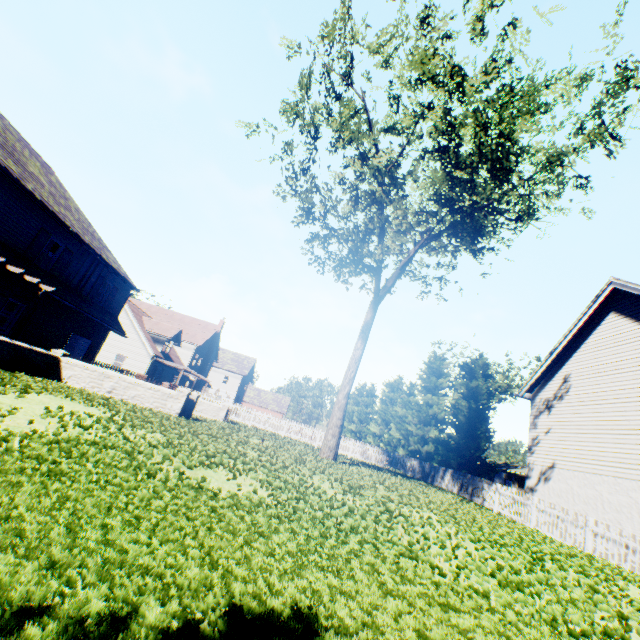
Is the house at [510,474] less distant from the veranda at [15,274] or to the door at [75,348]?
the veranda at [15,274]

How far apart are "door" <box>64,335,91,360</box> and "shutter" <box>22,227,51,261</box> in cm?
561

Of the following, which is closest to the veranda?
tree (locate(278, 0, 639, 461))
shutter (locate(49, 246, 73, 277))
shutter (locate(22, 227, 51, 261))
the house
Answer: shutter (locate(22, 227, 51, 261))

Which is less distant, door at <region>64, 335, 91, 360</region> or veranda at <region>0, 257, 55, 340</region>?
veranda at <region>0, 257, 55, 340</region>

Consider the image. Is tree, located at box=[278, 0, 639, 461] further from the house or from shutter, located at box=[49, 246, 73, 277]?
shutter, located at box=[49, 246, 73, 277]

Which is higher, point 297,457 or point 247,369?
point 247,369

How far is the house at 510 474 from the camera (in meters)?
46.46

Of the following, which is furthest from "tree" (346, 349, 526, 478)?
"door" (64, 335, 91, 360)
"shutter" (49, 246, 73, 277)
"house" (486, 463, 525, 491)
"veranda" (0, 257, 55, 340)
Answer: "door" (64, 335, 91, 360)
